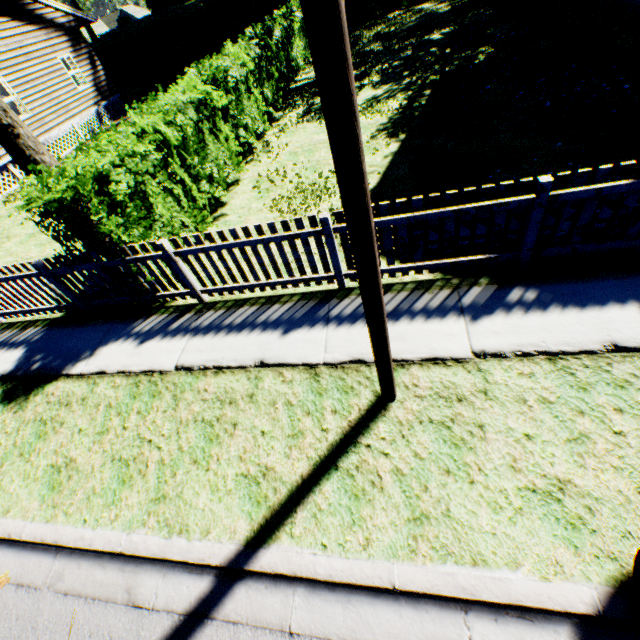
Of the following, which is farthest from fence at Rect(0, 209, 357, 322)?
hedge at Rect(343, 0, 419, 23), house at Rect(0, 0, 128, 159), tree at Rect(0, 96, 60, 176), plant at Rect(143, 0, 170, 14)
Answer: plant at Rect(143, 0, 170, 14)

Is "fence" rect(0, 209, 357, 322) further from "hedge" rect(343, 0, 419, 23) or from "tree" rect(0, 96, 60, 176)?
"hedge" rect(343, 0, 419, 23)

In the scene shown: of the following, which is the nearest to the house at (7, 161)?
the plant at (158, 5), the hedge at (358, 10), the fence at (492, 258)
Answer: the fence at (492, 258)

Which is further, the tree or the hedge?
the hedge

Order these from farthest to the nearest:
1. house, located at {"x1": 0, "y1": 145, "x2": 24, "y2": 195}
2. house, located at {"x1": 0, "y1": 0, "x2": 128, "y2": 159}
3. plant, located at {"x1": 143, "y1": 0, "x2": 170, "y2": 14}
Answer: plant, located at {"x1": 143, "y1": 0, "x2": 170, "y2": 14} < house, located at {"x1": 0, "y1": 0, "x2": 128, "y2": 159} < house, located at {"x1": 0, "y1": 145, "x2": 24, "y2": 195}

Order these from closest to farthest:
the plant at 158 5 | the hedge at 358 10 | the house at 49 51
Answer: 1. the house at 49 51
2. the hedge at 358 10
3. the plant at 158 5

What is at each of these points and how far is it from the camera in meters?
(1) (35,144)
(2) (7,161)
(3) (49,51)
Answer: (1) tree, 6.5 m
(2) house, 14.6 m
(3) house, 16.9 m

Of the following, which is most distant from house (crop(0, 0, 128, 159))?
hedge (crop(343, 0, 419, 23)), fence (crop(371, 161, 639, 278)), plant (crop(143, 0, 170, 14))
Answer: plant (crop(143, 0, 170, 14))
